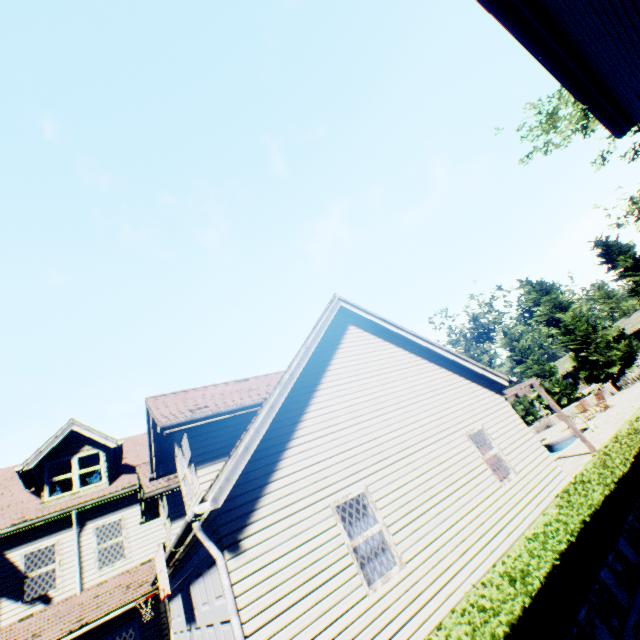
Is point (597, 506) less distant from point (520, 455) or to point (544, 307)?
point (520, 455)

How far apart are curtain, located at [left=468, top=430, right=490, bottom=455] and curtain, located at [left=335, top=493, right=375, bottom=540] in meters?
4.1 m

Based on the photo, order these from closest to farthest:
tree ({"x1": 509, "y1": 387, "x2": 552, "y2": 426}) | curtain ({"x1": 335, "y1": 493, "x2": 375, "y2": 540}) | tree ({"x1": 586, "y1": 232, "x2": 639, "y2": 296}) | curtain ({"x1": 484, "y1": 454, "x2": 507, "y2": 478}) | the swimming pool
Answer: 1. curtain ({"x1": 335, "y1": 493, "x2": 375, "y2": 540})
2. curtain ({"x1": 484, "y1": 454, "x2": 507, "y2": 478})
3. the swimming pool
4. tree ({"x1": 586, "y1": 232, "x2": 639, "y2": 296})
5. tree ({"x1": 509, "y1": 387, "x2": 552, "y2": 426})

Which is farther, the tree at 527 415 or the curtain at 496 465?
the tree at 527 415

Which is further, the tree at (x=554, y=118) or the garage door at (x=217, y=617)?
the tree at (x=554, y=118)

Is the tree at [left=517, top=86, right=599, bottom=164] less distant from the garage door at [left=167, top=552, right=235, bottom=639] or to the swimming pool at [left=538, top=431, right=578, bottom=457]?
the swimming pool at [left=538, top=431, right=578, bottom=457]
